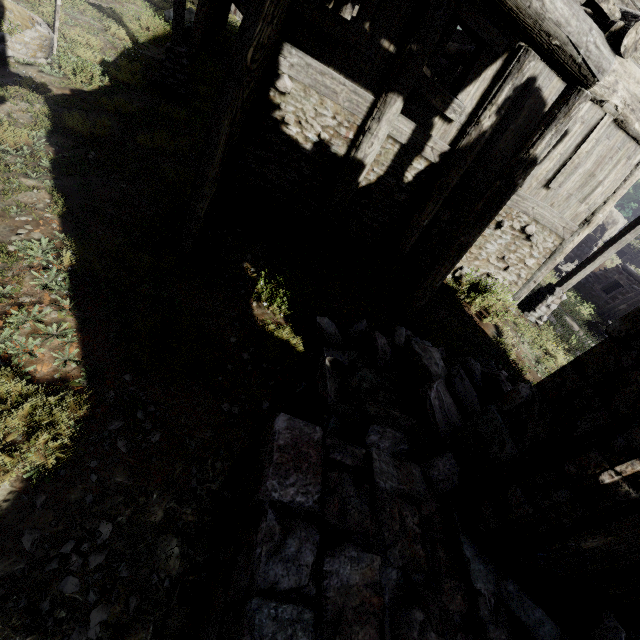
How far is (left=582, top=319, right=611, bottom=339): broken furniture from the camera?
14.6m

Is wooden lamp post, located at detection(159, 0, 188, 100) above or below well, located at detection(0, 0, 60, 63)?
above

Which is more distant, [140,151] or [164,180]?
[140,151]

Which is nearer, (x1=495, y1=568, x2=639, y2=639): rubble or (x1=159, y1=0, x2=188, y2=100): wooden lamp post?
(x1=495, y1=568, x2=639, y2=639): rubble

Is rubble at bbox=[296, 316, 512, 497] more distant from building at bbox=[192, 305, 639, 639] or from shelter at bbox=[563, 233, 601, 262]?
shelter at bbox=[563, 233, 601, 262]

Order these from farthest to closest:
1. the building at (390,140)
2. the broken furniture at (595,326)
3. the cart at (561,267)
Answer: the cart at (561,267), the broken furniture at (595,326), the building at (390,140)

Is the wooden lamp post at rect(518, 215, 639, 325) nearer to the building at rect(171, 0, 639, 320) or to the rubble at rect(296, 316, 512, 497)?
the building at rect(171, 0, 639, 320)

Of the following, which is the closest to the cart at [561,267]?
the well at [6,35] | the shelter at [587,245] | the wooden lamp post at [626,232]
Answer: the shelter at [587,245]
